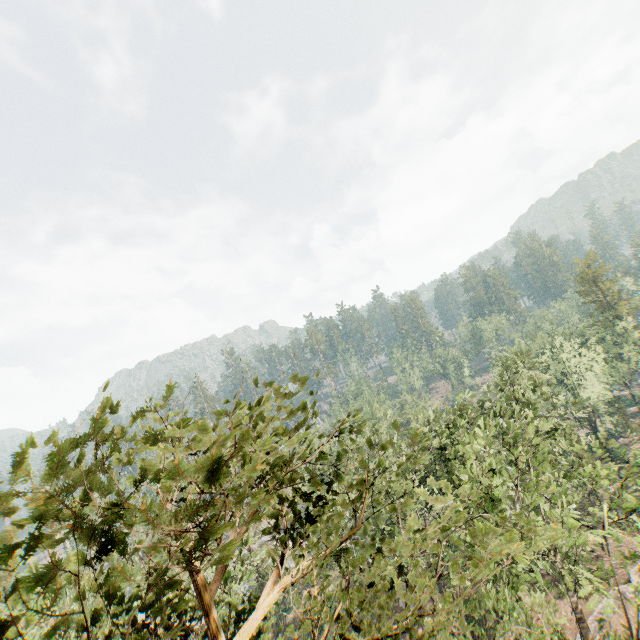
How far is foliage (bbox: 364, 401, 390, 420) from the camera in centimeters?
3566cm

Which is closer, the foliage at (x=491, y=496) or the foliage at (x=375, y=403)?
the foliage at (x=491, y=496)

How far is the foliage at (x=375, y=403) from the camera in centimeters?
3566cm

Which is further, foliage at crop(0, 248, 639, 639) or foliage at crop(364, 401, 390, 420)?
foliage at crop(364, 401, 390, 420)

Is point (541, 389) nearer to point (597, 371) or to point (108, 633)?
point (597, 371)
